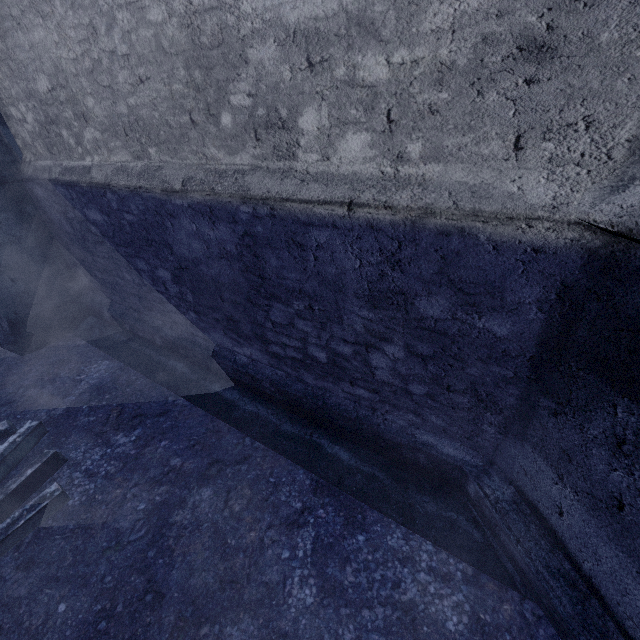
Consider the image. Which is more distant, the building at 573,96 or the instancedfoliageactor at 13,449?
the instancedfoliageactor at 13,449

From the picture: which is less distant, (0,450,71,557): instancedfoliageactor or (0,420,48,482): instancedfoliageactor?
(0,450,71,557): instancedfoliageactor

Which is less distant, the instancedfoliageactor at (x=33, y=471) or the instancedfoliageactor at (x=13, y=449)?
the instancedfoliageactor at (x=33, y=471)

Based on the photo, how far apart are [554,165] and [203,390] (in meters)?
3.93

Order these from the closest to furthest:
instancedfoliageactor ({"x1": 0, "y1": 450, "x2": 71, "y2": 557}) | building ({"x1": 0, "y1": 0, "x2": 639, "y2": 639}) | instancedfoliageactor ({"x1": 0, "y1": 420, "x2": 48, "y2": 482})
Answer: building ({"x1": 0, "y1": 0, "x2": 639, "y2": 639}), instancedfoliageactor ({"x1": 0, "y1": 450, "x2": 71, "y2": 557}), instancedfoliageactor ({"x1": 0, "y1": 420, "x2": 48, "y2": 482})

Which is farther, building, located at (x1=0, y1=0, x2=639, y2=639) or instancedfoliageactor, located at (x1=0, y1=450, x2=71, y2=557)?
instancedfoliageactor, located at (x1=0, y1=450, x2=71, y2=557)
